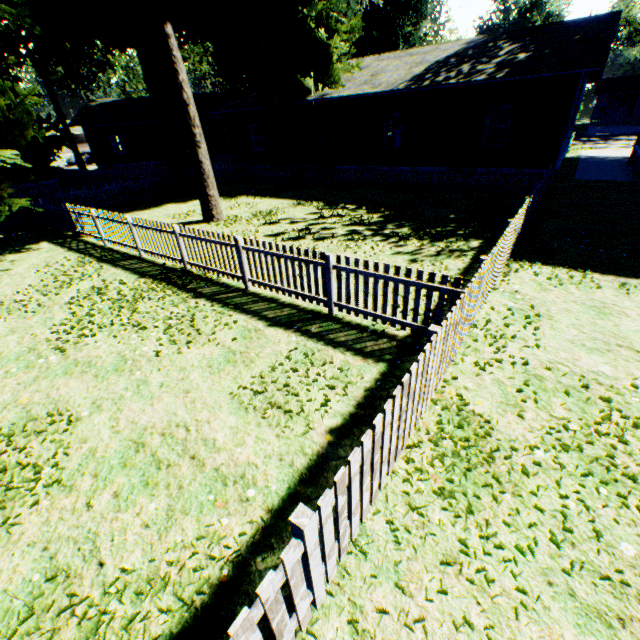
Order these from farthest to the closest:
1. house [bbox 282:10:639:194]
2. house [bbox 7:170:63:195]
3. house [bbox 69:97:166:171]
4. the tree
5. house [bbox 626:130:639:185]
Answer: the tree → house [bbox 69:97:166:171] → house [bbox 7:170:63:195] → house [bbox 626:130:639:185] → house [bbox 282:10:639:194]

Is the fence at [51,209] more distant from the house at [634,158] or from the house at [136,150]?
the house at [136,150]

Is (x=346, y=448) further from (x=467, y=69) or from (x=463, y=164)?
(x=467, y=69)

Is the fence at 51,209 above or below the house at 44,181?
below

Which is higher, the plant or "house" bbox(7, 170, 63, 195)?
the plant

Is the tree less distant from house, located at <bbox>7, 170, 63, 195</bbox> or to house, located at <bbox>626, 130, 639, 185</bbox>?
house, located at <bbox>626, 130, 639, 185</bbox>

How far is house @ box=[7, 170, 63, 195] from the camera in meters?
21.7 m

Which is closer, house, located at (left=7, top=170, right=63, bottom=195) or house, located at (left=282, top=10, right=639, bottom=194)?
house, located at (left=282, top=10, right=639, bottom=194)
